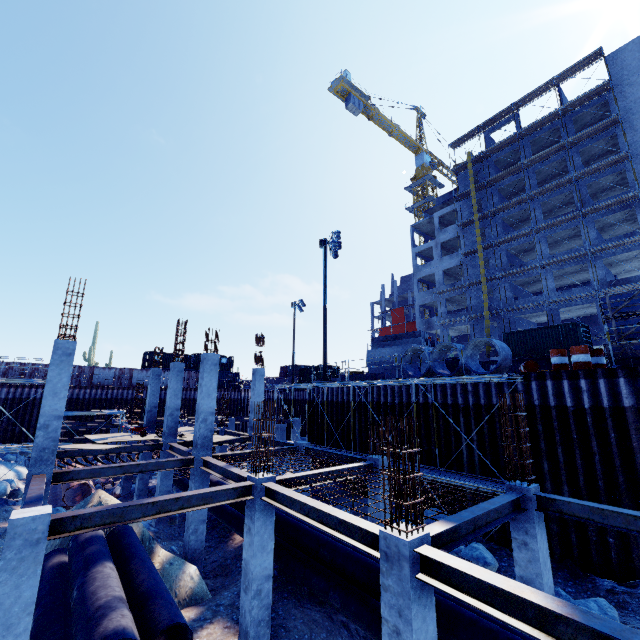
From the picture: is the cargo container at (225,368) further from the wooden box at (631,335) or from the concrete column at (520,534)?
the wooden box at (631,335)

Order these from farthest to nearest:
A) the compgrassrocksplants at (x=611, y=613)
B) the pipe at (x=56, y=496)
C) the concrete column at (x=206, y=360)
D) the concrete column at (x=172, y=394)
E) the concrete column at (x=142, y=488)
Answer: the concrete column at (x=142, y=488)
the pipe at (x=56, y=496)
the concrete column at (x=172, y=394)
the concrete column at (x=206, y=360)
the compgrassrocksplants at (x=611, y=613)

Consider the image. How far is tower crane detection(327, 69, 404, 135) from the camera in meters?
50.8 m

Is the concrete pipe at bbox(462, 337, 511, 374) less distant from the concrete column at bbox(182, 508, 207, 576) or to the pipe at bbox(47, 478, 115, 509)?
the concrete column at bbox(182, 508, 207, 576)

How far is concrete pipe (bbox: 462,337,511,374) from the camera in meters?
13.9

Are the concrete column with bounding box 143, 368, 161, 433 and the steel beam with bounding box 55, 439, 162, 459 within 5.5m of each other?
yes

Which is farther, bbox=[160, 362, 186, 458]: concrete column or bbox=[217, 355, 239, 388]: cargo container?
bbox=[217, 355, 239, 388]: cargo container

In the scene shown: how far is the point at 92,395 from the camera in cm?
3472
